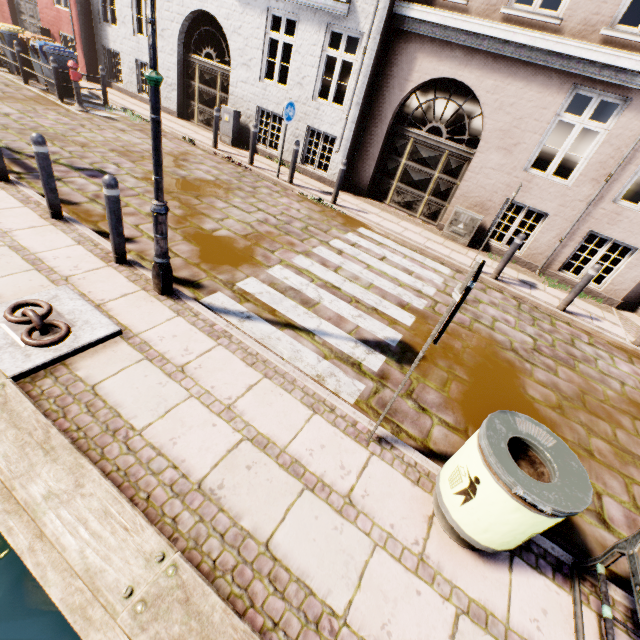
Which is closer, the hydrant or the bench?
the bench

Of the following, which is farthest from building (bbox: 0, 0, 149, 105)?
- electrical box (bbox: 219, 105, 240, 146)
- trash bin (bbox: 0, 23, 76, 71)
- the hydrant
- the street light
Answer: the street light

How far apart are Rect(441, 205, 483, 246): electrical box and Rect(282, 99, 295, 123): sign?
4.9m

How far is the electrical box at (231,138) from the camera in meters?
10.3 m

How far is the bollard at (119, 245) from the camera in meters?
3.7 m

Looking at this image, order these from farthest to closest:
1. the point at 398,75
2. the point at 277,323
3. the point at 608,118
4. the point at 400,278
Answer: the point at 608,118, the point at 398,75, the point at 400,278, the point at 277,323

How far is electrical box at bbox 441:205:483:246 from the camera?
8.5 meters

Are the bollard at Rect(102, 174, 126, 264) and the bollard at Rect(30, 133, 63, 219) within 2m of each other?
yes
